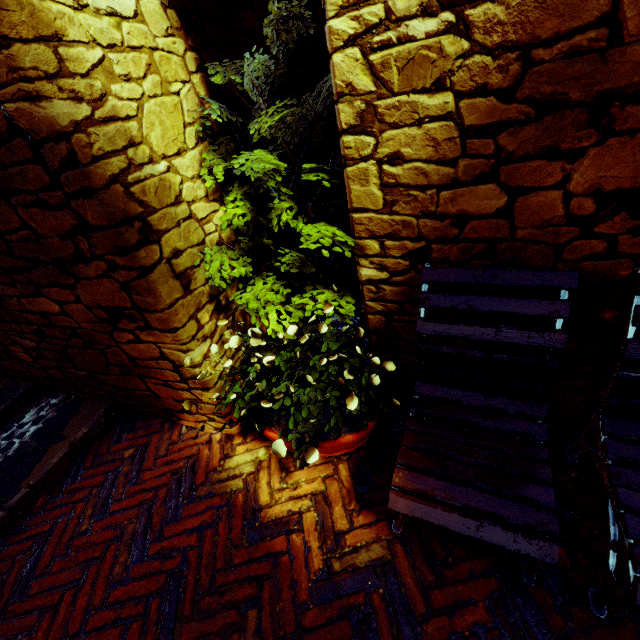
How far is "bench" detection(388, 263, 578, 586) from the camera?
1.2 meters

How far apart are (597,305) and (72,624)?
2.9 meters

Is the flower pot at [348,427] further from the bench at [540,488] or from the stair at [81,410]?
the stair at [81,410]

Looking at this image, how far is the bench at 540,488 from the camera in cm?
123

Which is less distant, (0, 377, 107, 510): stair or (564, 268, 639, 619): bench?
(564, 268, 639, 619): bench

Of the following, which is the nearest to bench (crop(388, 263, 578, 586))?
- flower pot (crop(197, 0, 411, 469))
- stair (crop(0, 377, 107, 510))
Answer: flower pot (crop(197, 0, 411, 469))

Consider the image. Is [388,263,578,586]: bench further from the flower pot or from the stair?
the stair
